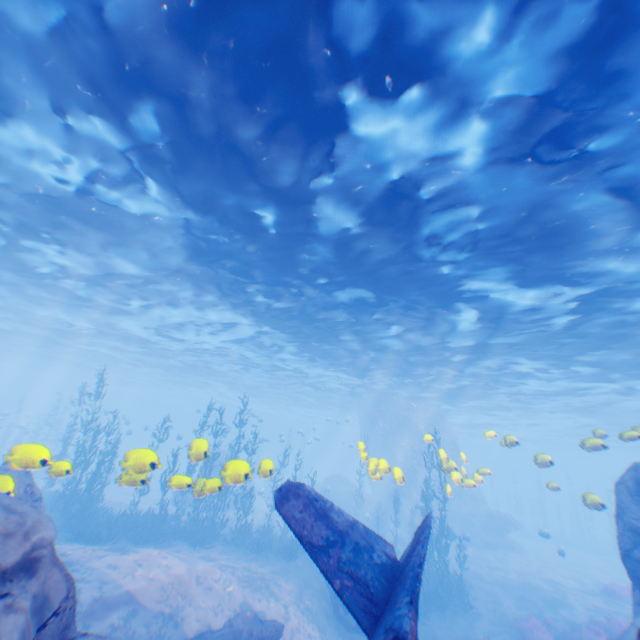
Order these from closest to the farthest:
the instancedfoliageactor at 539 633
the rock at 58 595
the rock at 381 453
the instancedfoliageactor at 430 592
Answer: the rock at 58 595
the instancedfoliageactor at 539 633
the instancedfoliageactor at 430 592
the rock at 381 453

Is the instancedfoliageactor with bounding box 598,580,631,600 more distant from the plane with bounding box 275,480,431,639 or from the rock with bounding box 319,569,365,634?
the plane with bounding box 275,480,431,639

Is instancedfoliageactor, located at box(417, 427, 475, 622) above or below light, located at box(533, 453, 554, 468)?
below

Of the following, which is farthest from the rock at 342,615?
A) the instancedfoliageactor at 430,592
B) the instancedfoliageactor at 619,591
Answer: the instancedfoliageactor at 619,591

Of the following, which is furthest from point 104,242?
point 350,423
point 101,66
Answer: point 350,423

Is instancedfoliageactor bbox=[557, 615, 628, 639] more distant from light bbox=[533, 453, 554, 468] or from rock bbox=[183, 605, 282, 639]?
light bbox=[533, 453, 554, 468]

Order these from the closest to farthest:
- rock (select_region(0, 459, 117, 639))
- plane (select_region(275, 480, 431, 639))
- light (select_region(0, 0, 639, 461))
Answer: rock (select_region(0, 459, 117, 639)), plane (select_region(275, 480, 431, 639)), light (select_region(0, 0, 639, 461))

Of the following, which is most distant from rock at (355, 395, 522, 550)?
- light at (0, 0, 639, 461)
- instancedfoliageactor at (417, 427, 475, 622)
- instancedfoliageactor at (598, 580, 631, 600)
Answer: instancedfoliageactor at (598, 580, 631, 600)
